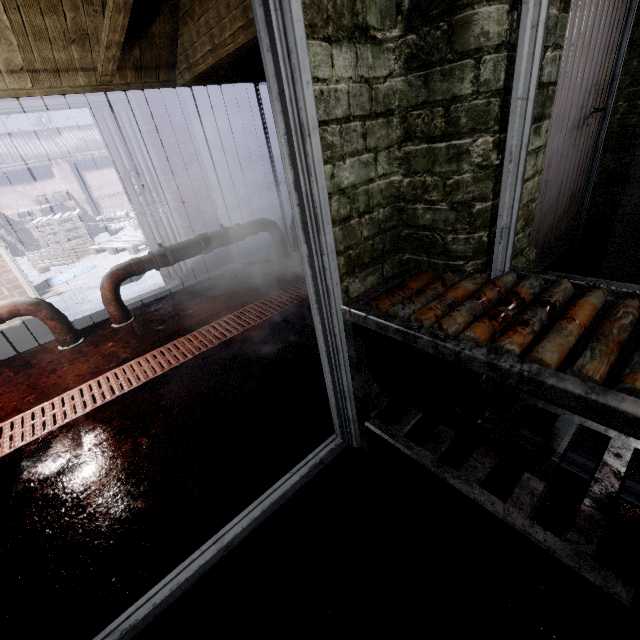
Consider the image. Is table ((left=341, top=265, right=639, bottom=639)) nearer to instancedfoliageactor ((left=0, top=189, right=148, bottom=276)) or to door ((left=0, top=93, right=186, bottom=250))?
door ((left=0, top=93, right=186, bottom=250))

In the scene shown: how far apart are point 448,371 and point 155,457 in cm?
158

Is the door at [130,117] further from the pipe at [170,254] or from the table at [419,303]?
the table at [419,303]

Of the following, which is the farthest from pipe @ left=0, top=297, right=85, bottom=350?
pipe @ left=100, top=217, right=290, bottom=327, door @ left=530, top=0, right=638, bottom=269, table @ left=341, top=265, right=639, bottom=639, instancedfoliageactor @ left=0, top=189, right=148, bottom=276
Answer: door @ left=530, top=0, right=638, bottom=269

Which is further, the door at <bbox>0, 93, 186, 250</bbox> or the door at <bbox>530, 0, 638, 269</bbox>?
the door at <bbox>0, 93, 186, 250</bbox>

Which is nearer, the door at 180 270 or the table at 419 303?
the table at 419 303

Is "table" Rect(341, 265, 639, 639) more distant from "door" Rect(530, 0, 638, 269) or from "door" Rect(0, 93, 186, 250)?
"door" Rect(0, 93, 186, 250)

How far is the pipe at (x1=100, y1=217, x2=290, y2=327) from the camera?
3.1 meters
